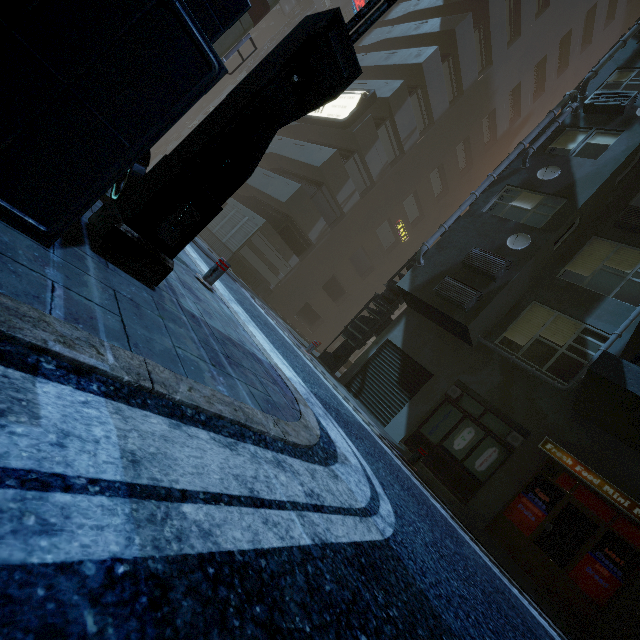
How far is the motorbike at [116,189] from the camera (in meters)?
4.52

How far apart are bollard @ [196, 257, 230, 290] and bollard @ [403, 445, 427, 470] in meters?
6.2 m

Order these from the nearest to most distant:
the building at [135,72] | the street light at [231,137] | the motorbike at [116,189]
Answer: the building at [135,72]
the street light at [231,137]
the motorbike at [116,189]

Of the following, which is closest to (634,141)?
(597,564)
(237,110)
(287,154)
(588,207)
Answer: (588,207)

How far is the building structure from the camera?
13.0m

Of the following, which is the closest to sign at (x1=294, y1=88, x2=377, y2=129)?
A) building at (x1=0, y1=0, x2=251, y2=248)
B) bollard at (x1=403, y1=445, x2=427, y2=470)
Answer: building at (x1=0, y1=0, x2=251, y2=248)

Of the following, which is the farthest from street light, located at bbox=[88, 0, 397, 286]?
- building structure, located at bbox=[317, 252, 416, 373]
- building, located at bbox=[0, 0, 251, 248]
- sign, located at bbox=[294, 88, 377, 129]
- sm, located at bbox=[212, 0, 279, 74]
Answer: sign, located at bbox=[294, 88, 377, 129]

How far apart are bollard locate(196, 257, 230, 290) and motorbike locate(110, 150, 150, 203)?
1.5m
